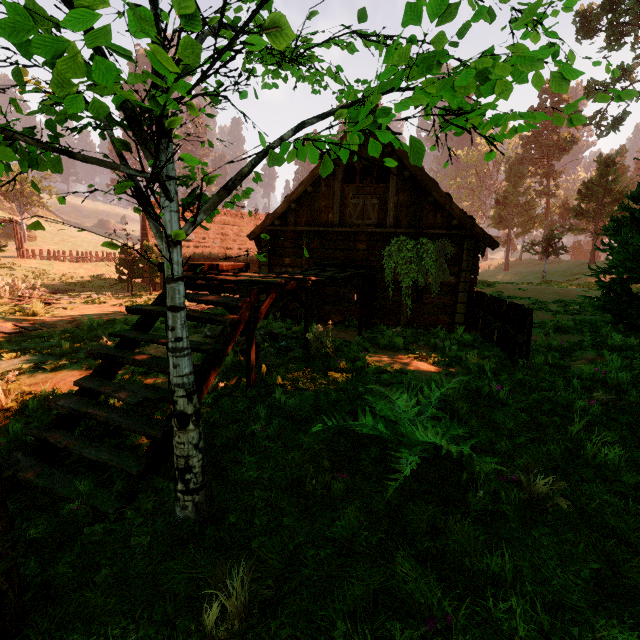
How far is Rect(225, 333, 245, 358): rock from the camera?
6.03m

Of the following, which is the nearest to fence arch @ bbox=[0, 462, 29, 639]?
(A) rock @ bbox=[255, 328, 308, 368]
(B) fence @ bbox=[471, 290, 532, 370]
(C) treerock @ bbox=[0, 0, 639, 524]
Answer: (C) treerock @ bbox=[0, 0, 639, 524]

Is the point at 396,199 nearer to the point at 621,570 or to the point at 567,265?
the point at 621,570

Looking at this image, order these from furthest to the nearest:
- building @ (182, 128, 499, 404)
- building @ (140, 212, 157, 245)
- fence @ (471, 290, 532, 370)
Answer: building @ (140, 212, 157, 245), fence @ (471, 290, 532, 370), building @ (182, 128, 499, 404)

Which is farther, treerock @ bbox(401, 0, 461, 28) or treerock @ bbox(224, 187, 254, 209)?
treerock @ bbox(224, 187, 254, 209)

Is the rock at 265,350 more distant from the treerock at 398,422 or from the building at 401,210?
the treerock at 398,422

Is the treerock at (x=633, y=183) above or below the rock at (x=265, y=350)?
above
